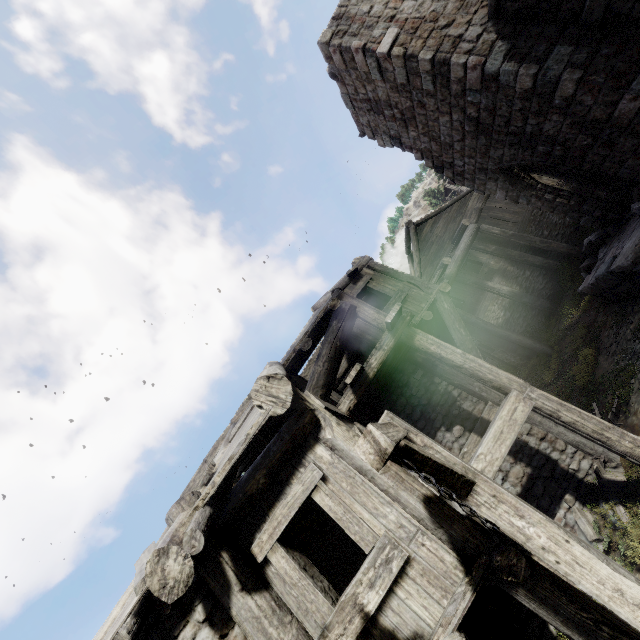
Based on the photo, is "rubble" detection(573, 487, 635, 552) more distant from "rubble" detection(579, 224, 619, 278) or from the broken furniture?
"rubble" detection(579, 224, 619, 278)

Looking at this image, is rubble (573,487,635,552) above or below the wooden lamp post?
below

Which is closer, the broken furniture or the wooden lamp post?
the wooden lamp post

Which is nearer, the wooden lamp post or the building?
the wooden lamp post

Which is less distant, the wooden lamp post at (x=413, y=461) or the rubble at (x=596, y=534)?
the wooden lamp post at (x=413, y=461)

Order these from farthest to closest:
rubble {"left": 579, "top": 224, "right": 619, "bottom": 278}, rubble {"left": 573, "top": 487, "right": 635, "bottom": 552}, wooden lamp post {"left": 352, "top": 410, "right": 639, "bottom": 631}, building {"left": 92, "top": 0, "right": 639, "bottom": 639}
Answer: rubble {"left": 579, "top": 224, "right": 619, "bottom": 278} → rubble {"left": 573, "top": 487, "right": 635, "bottom": 552} → building {"left": 92, "top": 0, "right": 639, "bottom": 639} → wooden lamp post {"left": 352, "top": 410, "right": 639, "bottom": 631}

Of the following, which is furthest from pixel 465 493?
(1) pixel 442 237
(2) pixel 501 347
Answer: (1) pixel 442 237

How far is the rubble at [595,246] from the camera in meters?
10.7
